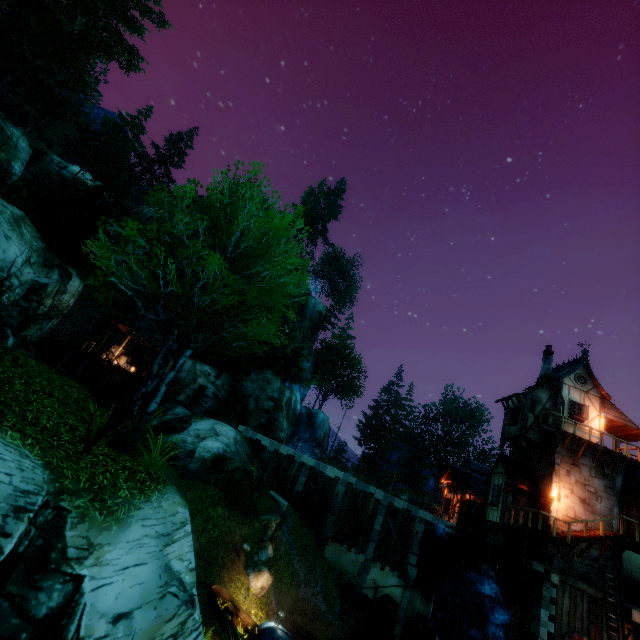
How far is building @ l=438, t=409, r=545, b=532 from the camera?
20.0m

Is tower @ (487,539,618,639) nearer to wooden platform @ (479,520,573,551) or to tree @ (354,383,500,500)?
wooden platform @ (479,520,573,551)

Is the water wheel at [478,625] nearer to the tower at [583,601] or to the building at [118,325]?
the tower at [583,601]

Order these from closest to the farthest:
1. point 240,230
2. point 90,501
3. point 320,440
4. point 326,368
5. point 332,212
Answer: point 90,501 < point 240,230 < point 320,440 < point 332,212 < point 326,368

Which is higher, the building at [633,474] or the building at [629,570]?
the building at [633,474]

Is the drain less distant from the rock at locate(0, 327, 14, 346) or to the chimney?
the chimney

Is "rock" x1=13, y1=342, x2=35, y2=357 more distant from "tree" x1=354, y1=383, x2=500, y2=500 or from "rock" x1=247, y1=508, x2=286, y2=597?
"tree" x1=354, y1=383, x2=500, y2=500

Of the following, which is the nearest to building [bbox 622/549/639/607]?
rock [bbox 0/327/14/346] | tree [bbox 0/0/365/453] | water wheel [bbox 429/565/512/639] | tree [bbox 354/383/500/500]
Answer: water wheel [bbox 429/565/512/639]
